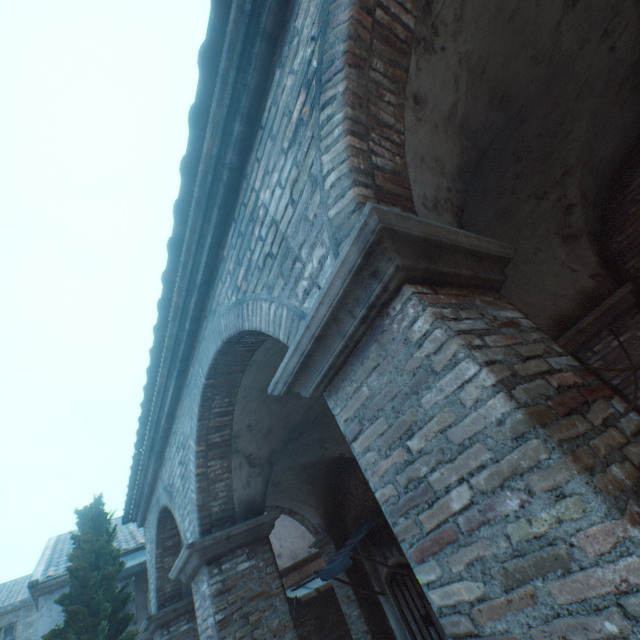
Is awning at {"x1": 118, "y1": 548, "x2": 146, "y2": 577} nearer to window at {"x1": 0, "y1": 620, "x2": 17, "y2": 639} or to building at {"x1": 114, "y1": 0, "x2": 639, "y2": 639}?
building at {"x1": 114, "y1": 0, "x2": 639, "y2": 639}

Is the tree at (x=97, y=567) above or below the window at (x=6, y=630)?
below

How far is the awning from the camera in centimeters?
975cm

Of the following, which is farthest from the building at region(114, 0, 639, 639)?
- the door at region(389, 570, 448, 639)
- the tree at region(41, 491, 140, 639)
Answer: the door at region(389, 570, 448, 639)

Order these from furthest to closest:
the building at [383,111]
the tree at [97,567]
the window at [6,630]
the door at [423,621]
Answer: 1. the window at [6,630]
2. the door at [423,621]
3. the tree at [97,567]
4. the building at [383,111]

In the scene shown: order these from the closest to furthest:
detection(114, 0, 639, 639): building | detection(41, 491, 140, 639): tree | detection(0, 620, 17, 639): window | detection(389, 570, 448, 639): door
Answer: detection(114, 0, 639, 639): building → detection(41, 491, 140, 639): tree → detection(389, 570, 448, 639): door → detection(0, 620, 17, 639): window

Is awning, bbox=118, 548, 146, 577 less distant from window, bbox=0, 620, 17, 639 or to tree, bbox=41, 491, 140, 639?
tree, bbox=41, 491, 140, 639

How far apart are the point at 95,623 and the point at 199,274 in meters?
7.6 m
